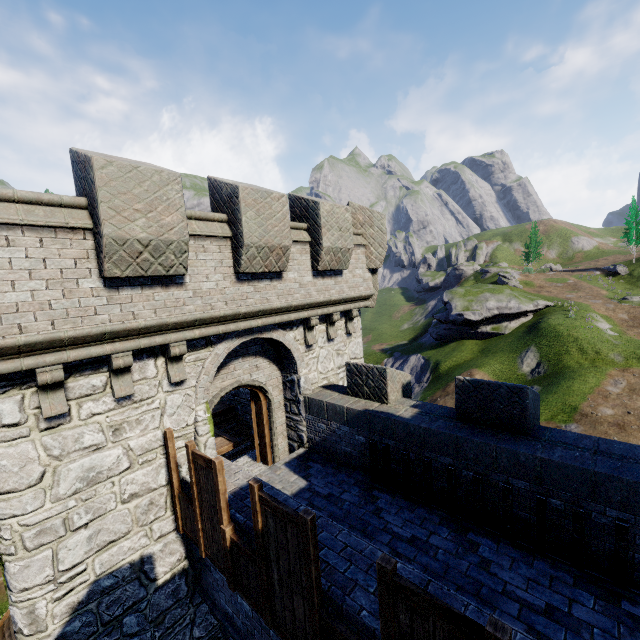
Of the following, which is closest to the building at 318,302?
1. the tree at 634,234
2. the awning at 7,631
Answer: the awning at 7,631

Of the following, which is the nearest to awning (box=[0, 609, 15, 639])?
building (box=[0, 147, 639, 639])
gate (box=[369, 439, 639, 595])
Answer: building (box=[0, 147, 639, 639])

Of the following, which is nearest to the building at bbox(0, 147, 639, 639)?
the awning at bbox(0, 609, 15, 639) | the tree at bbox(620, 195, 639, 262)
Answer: the awning at bbox(0, 609, 15, 639)

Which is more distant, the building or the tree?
the tree

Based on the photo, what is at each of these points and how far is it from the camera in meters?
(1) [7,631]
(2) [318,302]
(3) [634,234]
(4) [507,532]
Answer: (1) awning, 9.4
(2) building, 9.2
(3) tree, 52.6
(4) gate, 5.8

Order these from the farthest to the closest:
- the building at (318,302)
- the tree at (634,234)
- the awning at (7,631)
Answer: the tree at (634,234) < the awning at (7,631) < the building at (318,302)

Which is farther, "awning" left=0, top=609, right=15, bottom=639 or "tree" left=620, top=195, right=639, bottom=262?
"tree" left=620, top=195, right=639, bottom=262

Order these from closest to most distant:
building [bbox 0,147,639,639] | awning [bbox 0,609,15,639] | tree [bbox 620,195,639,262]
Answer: building [bbox 0,147,639,639]
awning [bbox 0,609,15,639]
tree [bbox 620,195,639,262]
